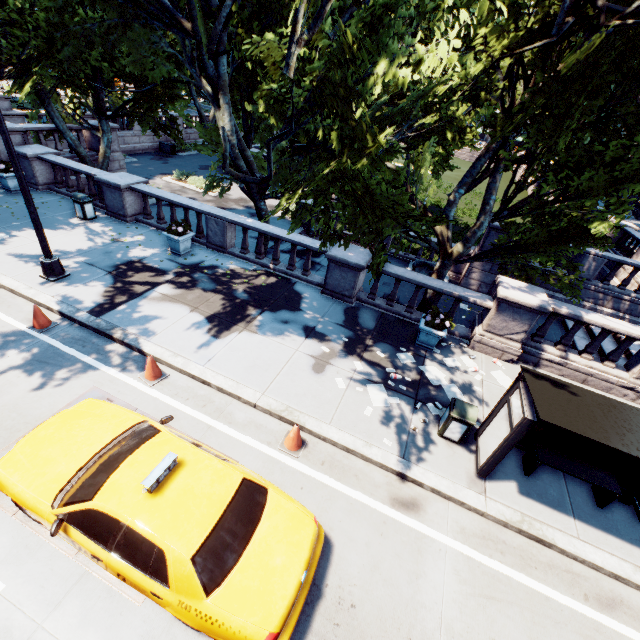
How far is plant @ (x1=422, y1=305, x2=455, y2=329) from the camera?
9.6 meters

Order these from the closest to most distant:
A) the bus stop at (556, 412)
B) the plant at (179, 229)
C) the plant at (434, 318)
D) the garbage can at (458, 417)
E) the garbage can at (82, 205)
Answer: the bus stop at (556, 412), the garbage can at (458, 417), the plant at (434, 318), the plant at (179, 229), the garbage can at (82, 205)

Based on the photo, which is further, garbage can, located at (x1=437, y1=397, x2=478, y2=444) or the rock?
the rock

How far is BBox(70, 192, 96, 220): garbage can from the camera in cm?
1304

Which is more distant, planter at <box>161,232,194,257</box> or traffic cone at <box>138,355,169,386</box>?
planter at <box>161,232,194,257</box>

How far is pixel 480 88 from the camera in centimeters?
916cm

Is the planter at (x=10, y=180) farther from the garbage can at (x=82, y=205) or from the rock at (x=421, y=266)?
the rock at (x=421, y=266)

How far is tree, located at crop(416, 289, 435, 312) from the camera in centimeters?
1189cm
